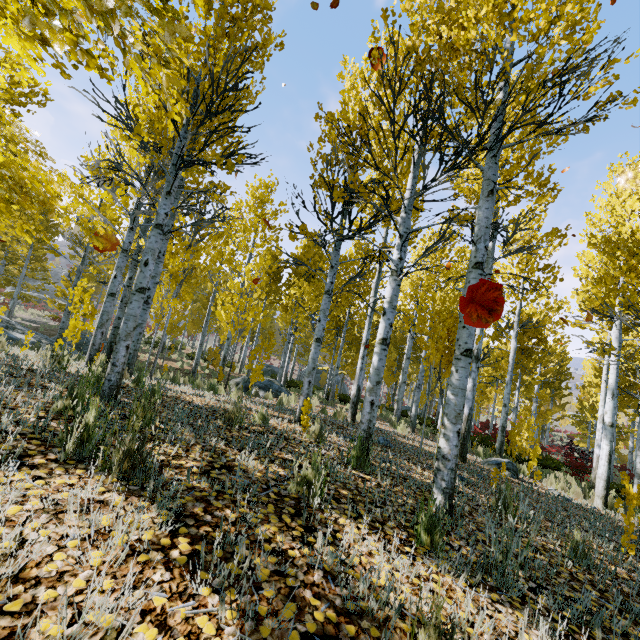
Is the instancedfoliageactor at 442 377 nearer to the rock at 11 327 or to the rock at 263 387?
the rock at 11 327

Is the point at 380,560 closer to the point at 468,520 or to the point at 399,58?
the point at 468,520

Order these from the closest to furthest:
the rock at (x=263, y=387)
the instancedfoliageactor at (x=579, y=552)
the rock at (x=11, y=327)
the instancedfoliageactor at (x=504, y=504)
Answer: the instancedfoliageactor at (x=504, y=504)
the instancedfoliageactor at (x=579, y=552)
the rock at (x=11, y=327)
the rock at (x=263, y=387)

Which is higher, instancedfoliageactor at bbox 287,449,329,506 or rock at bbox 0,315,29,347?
instancedfoliageactor at bbox 287,449,329,506

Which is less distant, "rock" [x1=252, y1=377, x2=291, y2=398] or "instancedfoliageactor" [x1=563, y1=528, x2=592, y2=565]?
"instancedfoliageactor" [x1=563, y1=528, x2=592, y2=565]

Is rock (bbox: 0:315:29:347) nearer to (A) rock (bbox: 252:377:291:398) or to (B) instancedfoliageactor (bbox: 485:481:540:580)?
(B) instancedfoliageactor (bbox: 485:481:540:580)

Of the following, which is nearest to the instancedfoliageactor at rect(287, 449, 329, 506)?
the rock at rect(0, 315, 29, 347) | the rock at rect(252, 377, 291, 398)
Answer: the rock at rect(0, 315, 29, 347)
